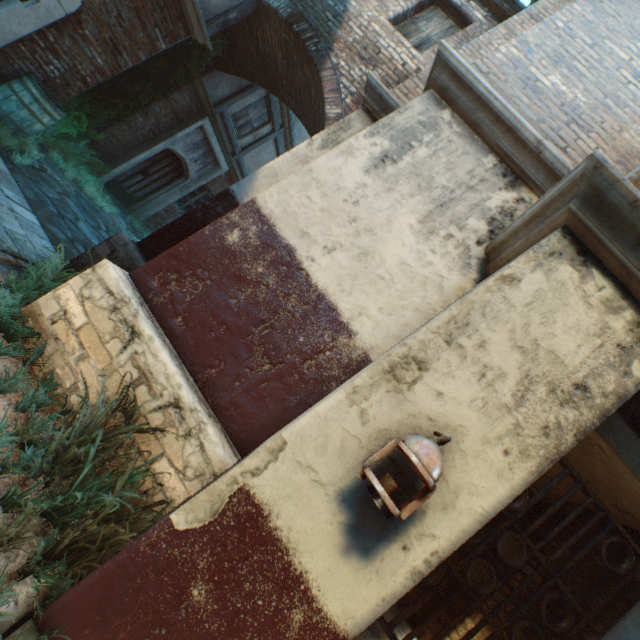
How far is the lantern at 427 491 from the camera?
1.46m

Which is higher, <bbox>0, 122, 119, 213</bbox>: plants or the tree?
the tree

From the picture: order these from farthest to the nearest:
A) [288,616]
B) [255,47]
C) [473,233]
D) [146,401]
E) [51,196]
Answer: [255,47], [51,196], [473,233], [146,401], [288,616]

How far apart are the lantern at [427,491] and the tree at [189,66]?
8.7 meters

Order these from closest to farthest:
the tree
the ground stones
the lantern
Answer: the lantern, the ground stones, the tree

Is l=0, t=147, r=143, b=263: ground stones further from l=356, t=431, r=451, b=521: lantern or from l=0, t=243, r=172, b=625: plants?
l=356, t=431, r=451, b=521: lantern

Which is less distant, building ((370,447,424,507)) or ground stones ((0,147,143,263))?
building ((370,447,424,507))

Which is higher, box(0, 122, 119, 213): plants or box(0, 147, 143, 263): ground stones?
box(0, 122, 119, 213): plants
